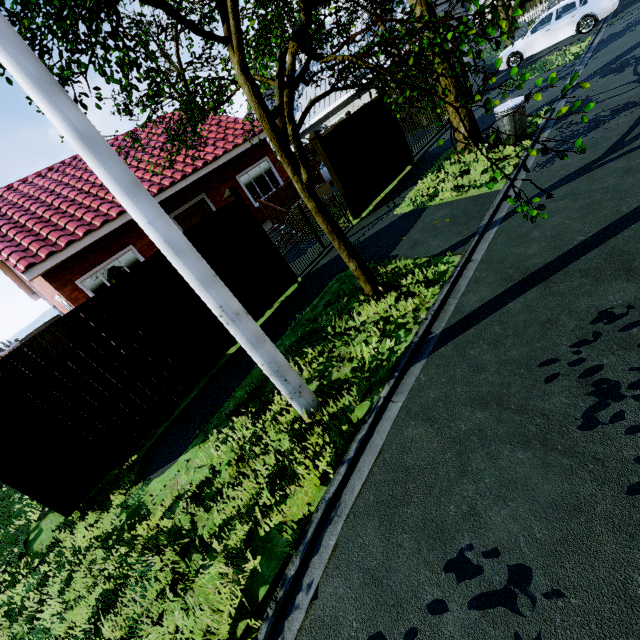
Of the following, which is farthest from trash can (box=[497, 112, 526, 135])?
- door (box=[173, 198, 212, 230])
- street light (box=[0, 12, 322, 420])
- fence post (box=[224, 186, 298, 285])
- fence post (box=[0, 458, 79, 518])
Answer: fence post (box=[0, 458, 79, 518])

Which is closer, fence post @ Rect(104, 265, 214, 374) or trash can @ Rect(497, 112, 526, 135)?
fence post @ Rect(104, 265, 214, 374)

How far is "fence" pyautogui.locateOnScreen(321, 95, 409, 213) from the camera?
9.2 meters

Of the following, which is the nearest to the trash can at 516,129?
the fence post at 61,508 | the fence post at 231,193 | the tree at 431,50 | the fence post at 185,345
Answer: the tree at 431,50

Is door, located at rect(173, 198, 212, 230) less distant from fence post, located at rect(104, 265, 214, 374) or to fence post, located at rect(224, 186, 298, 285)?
fence post, located at rect(224, 186, 298, 285)

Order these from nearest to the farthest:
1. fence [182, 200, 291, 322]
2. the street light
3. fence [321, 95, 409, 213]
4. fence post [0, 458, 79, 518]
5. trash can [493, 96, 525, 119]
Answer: the street light, fence post [0, 458, 79, 518], fence [182, 200, 291, 322], trash can [493, 96, 525, 119], fence [321, 95, 409, 213]

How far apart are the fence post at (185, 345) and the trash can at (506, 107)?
8.57m

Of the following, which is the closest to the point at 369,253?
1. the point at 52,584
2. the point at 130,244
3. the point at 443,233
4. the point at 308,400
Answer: the point at 443,233
